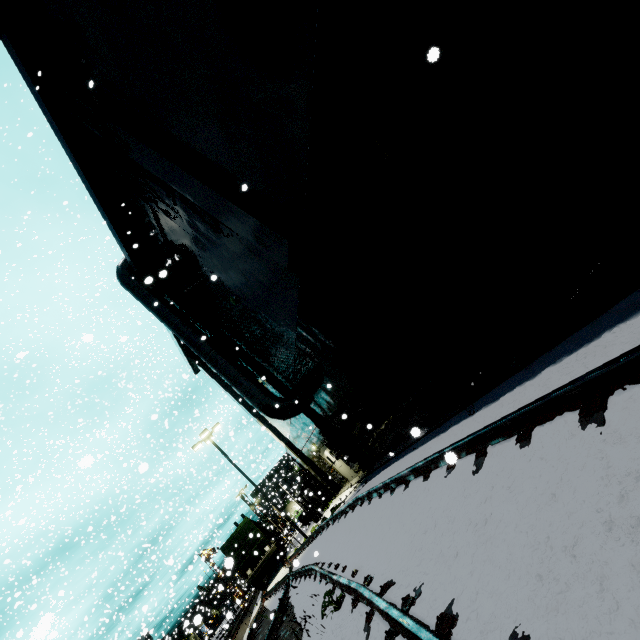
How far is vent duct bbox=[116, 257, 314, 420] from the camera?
13.57m

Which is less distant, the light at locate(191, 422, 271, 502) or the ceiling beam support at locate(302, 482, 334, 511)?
the light at locate(191, 422, 271, 502)

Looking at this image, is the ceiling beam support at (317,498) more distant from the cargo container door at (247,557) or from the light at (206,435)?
the cargo container door at (247,557)

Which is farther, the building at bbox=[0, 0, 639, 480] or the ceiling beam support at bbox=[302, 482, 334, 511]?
the ceiling beam support at bbox=[302, 482, 334, 511]

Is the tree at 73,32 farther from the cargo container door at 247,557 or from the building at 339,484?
the cargo container door at 247,557

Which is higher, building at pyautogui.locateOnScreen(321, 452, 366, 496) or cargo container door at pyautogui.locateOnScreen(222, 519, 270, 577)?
cargo container door at pyautogui.locateOnScreen(222, 519, 270, 577)

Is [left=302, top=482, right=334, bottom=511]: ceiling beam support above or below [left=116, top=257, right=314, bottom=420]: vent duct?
below

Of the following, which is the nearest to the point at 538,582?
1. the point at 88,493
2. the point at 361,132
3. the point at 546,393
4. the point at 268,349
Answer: the point at 546,393
